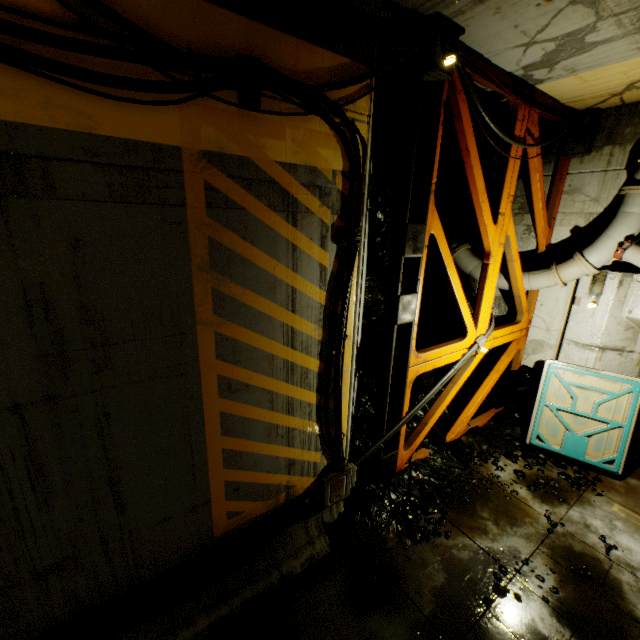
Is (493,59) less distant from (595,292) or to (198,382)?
(595,292)

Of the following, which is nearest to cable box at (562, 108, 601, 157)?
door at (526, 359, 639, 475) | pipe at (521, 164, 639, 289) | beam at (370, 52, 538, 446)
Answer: beam at (370, 52, 538, 446)

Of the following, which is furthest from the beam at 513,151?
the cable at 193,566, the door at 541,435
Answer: the door at 541,435

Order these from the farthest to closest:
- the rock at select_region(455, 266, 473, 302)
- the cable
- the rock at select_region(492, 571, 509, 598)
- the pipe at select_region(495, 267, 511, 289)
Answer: the rock at select_region(455, 266, 473, 302), the pipe at select_region(495, 267, 511, 289), the rock at select_region(492, 571, 509, 598), the cable

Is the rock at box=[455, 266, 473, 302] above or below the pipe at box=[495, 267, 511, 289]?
below

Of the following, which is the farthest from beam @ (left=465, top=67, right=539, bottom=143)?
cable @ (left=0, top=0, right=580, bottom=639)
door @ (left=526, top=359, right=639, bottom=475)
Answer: door @ (left=526, top=359, right=639, bottom=475)

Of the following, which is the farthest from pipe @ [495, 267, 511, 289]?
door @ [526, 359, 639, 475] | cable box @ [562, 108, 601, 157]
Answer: door @ [526, 359, 639, 475]

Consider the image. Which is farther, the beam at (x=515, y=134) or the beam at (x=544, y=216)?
the beam at (x=544, y=216)
